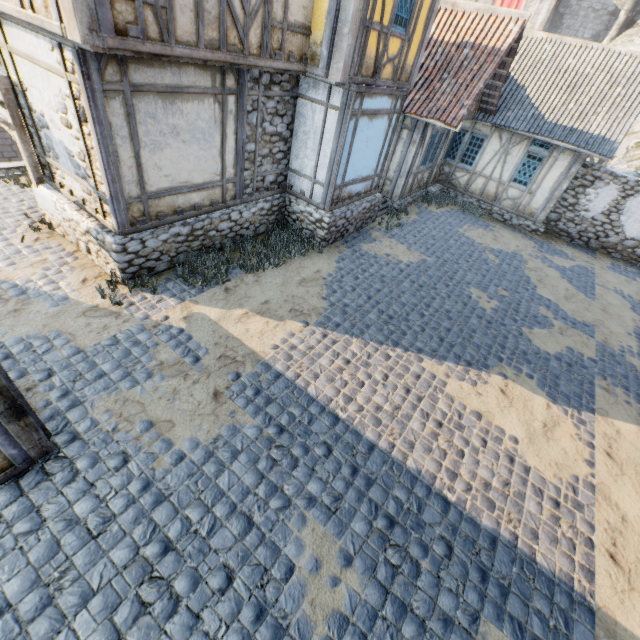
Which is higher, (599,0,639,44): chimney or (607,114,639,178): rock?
(599,0,639,44): chimney

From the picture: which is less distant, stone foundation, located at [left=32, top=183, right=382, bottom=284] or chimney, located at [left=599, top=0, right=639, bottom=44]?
stone foundation, located at [left=32, top=183, right=382, bottom=284]

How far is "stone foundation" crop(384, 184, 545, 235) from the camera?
13.2m

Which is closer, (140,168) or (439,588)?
(439,588)

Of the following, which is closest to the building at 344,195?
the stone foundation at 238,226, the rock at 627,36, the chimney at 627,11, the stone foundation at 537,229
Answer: the stone foundation at 238,226

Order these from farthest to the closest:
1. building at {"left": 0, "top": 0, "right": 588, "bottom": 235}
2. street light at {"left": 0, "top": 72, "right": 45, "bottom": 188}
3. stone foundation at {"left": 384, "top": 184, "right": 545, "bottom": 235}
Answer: stone foundation at {"left": 384, "top": 184, "right": 545, "bottom": 235} → street light at {"left": 0, "top": 72, "right": 45, "bottom": 188} → building at {"left": 0, "top": 0, "right": 588, "bottom": 235}

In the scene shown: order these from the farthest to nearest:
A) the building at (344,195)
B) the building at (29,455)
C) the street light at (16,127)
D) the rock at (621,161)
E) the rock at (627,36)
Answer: the rock at (627,36) < the rock at (621,161) < the street light at (16,127) < the building at (344,195) < the building at (29,455)

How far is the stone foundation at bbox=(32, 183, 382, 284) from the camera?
6.50m
